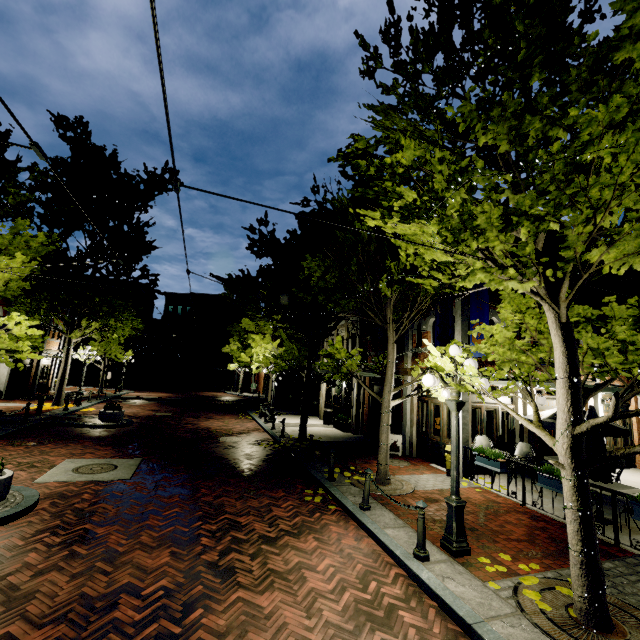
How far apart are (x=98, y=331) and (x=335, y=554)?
21.16m

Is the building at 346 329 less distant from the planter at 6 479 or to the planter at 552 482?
the planter at 552 482

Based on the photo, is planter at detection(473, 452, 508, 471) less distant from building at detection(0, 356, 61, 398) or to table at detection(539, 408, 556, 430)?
building at detection(0, 356, 61, 398)

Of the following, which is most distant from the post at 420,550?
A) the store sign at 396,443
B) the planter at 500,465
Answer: the store sign at 396,443

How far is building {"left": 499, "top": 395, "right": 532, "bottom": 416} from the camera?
11.66m

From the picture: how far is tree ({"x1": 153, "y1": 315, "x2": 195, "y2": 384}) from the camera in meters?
45.2 m

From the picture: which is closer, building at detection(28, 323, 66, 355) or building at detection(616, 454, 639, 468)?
building at detection(616, 454, 639, 468)

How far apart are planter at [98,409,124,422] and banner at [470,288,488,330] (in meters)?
15.53
